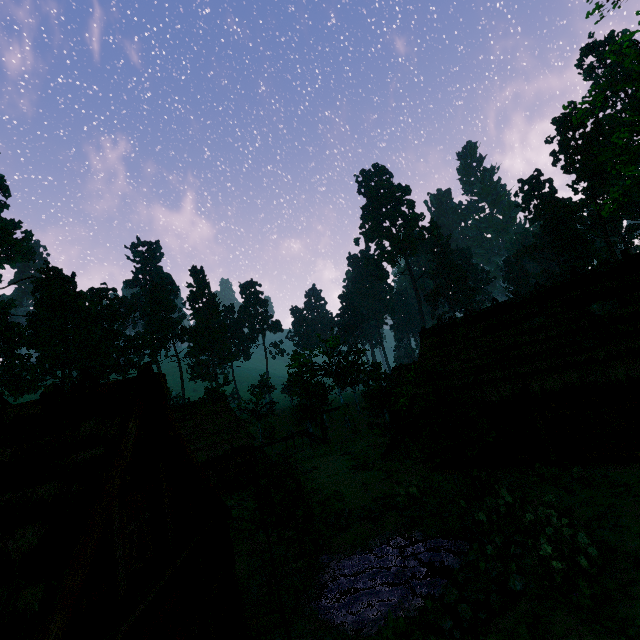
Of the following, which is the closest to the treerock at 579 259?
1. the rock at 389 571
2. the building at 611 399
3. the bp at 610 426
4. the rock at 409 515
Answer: the building at 611 399

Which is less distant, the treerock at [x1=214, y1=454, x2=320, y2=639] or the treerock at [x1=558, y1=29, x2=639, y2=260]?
the treerock at [x1=214, y1=454, x2=320, y2=639]

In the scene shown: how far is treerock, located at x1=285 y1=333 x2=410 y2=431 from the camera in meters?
34.1 m

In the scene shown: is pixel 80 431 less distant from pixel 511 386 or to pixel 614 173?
pixel 511 386

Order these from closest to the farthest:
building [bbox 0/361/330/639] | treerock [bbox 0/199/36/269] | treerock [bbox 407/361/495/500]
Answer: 1. building [bbox 0/361/330/639]
2. treerock [bbox 407/361/495/500]
3. treerock [bbox 0/199/36/269]

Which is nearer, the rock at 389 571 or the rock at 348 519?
the rock at 389 571

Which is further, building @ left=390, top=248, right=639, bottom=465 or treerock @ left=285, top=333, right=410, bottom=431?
treerock @ left=285, top=333, right=410, bottom=431

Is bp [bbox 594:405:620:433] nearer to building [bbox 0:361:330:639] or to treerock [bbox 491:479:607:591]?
building [bbox 0:361:330:639]
